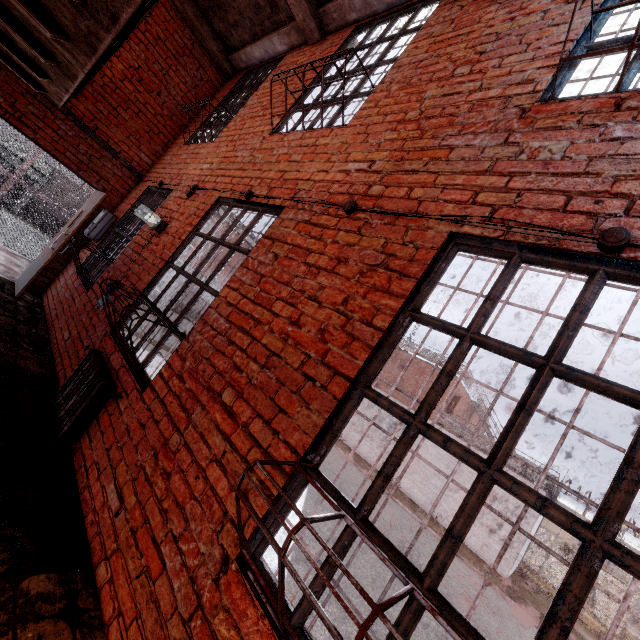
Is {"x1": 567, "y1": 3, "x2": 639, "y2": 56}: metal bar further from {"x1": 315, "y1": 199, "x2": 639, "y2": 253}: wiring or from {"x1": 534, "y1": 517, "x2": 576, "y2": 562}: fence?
{"x1": 534, "y1": 517, "x2": 576, "y2": 562}: fence

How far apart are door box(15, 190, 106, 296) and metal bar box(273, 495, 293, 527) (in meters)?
5.87

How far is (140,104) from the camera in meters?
6.0 m

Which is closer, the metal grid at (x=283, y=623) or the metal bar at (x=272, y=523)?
the metal grid at (x=283, y=623)

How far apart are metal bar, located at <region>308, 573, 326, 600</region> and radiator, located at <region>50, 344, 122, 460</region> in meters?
1.9

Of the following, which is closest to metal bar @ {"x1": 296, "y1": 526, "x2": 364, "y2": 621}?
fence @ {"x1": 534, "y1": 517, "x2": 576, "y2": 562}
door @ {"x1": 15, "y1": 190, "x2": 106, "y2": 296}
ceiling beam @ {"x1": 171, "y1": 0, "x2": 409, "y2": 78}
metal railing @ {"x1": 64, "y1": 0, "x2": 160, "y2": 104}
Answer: metal railing @ {"x1": 64, "y1": 0, "x2": 160, "y2": 104}

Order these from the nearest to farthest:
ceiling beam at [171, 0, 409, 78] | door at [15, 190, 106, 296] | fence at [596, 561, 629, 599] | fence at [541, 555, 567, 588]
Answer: ceiling beam at [171, 0, 409, 78]
door at [15, 190, 106, 296]
fence at [596, 561, 629, 599]
fence at [541, 555, 567, 588]

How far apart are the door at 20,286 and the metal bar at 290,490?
5.87m
